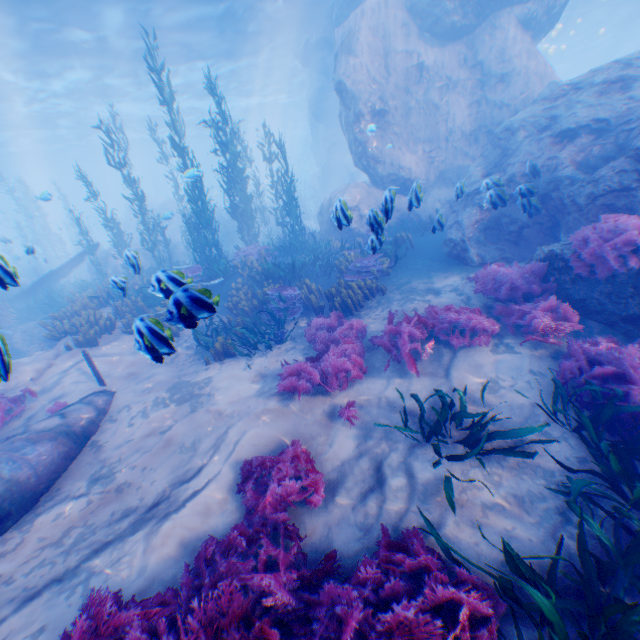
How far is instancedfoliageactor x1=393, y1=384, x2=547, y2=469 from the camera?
4.0 meters

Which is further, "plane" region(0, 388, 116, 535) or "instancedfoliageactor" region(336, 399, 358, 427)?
"instancedfoliageactor" region(336, 399, 358, 427)

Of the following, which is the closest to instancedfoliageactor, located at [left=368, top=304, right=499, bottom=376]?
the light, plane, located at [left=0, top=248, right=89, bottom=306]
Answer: plane, located at [left=0, top=248, right=89, bottom=306]

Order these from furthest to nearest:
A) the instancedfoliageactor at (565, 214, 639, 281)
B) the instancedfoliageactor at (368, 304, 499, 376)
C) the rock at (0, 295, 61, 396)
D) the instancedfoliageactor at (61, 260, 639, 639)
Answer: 1. the instancedfoliageactor at (368, 304, 499, 376)
2. the instancedfoliageactor at (565, 214, 639, 281)
3. the rock at (0, 295, 61, 396)
4. the instancedfoliageactor at (61, 260, 639, 639)

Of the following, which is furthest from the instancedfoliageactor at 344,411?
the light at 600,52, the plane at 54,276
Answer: the light at 600,52

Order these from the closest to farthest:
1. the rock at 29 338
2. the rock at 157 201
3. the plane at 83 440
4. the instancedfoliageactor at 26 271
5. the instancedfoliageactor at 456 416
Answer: the rock at 29 338 → the instancedfoliageactor at 456 416 → the plane at 83 440 → the instancedfoliageactor at 26 271 → the rock at 157 201

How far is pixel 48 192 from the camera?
11.0m
